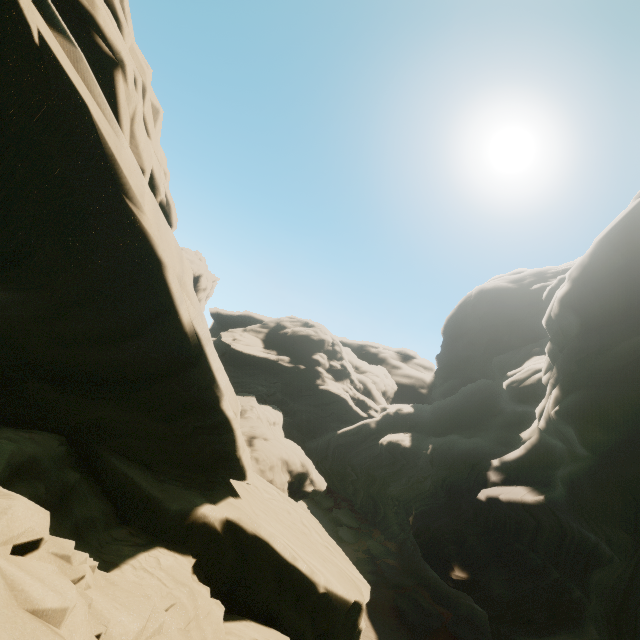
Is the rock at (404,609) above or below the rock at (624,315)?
below

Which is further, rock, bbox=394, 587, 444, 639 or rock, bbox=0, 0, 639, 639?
rock, bbox=394, 587, 444, 639

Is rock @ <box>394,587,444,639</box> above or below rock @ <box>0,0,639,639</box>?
below

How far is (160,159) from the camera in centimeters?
1181cm

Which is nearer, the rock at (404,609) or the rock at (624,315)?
the rock at (624,315)
